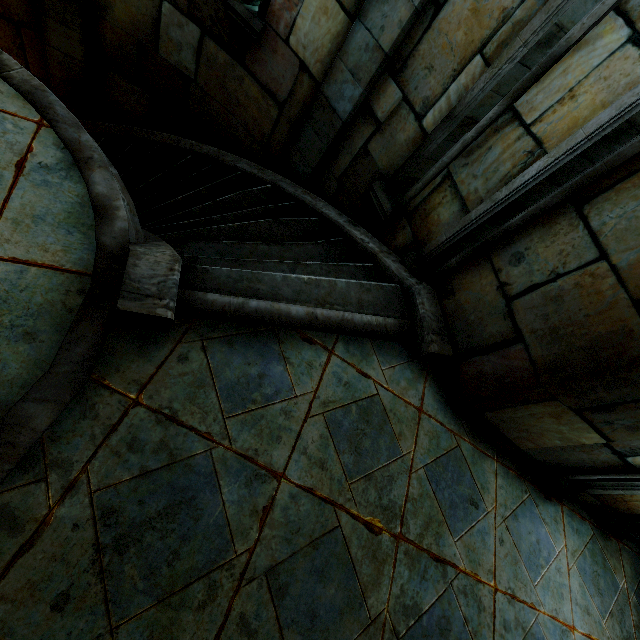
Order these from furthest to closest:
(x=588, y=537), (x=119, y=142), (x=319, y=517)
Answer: (x=119, y=142), (x=588, y=537), (x=319, y=517)
